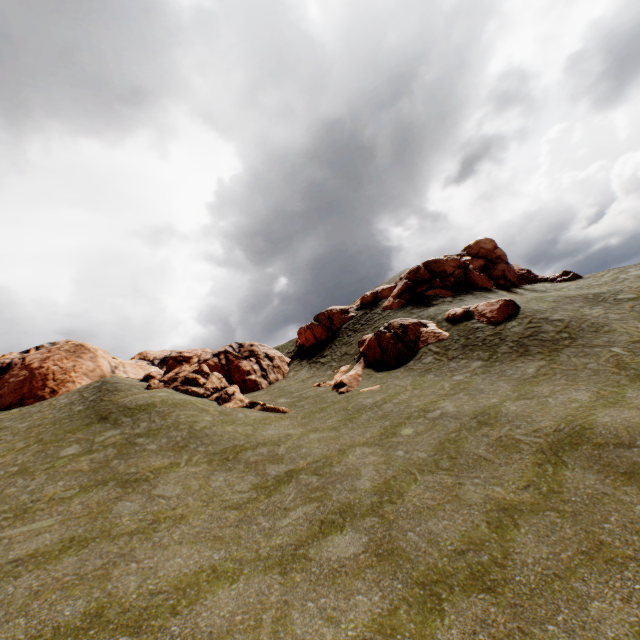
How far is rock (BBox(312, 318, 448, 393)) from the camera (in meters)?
24.14

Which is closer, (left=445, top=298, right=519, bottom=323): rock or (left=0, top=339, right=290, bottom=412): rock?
(left=445, top=298, right=519, bottom=323): rock

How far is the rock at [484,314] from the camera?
22.7m

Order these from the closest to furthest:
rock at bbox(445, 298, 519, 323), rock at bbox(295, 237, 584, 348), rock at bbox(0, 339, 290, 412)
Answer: rock at bbox(445, 298, 519, 323) < rock at bbox(0, 339, 290, 412) < rock at bbox(295, 237, 584, 348)

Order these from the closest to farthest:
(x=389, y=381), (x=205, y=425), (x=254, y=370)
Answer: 1. (x=205, y=425)
2. (x=389, y=381)
3. (x=254, y=370)

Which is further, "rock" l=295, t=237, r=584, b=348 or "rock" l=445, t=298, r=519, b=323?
"rock" l=295, t=237, r=584, b=348

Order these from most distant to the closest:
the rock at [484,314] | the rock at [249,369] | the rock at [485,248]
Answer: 1. the rock at [485,248]
2. the rock at [249,369]
3. the rock at [484,314]
